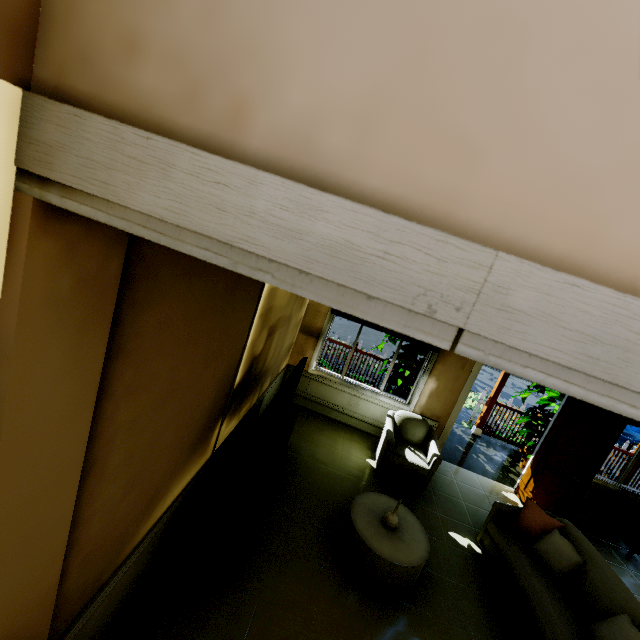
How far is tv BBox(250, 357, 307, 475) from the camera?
2.9 meters

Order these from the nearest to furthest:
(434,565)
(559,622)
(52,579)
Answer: (52,579)
(559,622)
(434,565)

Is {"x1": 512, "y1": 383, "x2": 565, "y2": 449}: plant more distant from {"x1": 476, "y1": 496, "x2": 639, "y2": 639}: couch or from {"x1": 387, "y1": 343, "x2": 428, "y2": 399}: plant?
{"x1": 476, "y1": 496, "x2": 639, "y2": 639}: couch

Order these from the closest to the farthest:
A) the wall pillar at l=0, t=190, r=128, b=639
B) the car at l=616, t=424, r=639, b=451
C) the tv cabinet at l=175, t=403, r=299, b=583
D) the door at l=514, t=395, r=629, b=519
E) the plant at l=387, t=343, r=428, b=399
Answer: the wall pillar at l=0, t=190, r=128, b=639 < the tv cabinet at l=175, t=403, r=299, b=583 < the door at l=514, t=395, r=629, b=519 < the plant at l=387, t=343, r=428, b=399 < the car at l=616, t=424, r=639, b=451

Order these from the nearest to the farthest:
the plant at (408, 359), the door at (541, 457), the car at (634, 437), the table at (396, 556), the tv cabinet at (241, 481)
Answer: the tv cabinet at (241, 481) < the table at (396, 556) < the door at (541, 457) < the plant at (408, 359) < the car at (634, 437)

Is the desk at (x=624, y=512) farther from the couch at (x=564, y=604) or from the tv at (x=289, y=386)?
the tv at (x=289, y=386)

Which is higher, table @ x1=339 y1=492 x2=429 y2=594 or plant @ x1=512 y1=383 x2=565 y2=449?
plant @ x1=512 y1=383 x2=565 y2=449

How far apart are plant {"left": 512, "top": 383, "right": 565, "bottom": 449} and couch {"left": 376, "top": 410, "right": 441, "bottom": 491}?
2.4 meters
